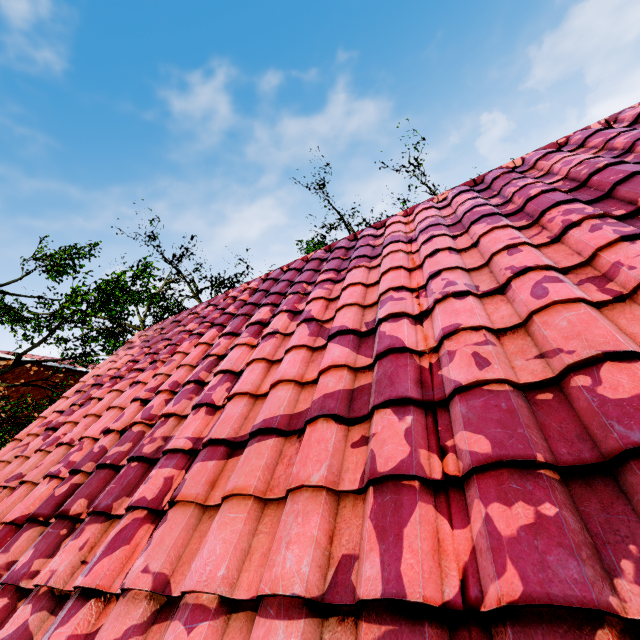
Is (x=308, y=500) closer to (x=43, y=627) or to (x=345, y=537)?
(x=345, y=537)
